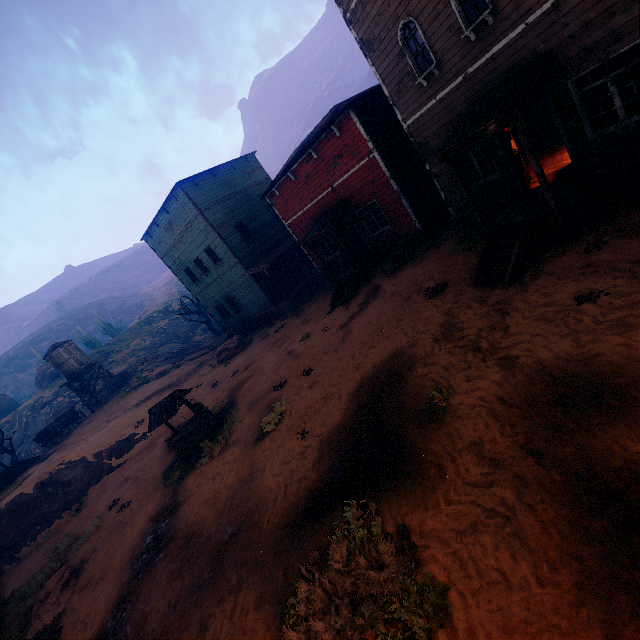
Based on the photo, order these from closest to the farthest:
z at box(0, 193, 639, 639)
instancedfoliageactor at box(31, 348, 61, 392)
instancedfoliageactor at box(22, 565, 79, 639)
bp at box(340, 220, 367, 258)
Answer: z at box(0, 193, 639, 639), instancedfoliageactor at box(22, 565, 79, 639), bp at box(340, 220, 367, 258), instancedfoliageactor at box(31, 348, 61, 392)

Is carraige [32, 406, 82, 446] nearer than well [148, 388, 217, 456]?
No

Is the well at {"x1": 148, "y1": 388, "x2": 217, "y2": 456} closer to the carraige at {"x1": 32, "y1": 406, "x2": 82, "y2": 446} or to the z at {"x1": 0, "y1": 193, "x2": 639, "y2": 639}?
the z at {"x1": 0, "y1": 193, "x2": 639, "y2": 639}

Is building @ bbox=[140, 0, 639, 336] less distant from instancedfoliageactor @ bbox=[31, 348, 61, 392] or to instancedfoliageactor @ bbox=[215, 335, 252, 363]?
instancedfoliageactor @ bbox=[215, 335, 252, 363]

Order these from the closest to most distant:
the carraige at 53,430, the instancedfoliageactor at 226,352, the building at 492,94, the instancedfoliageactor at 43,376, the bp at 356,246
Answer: the building at 492,94 < the bp at 356,246 < the instancedfoliageactor at 226,352 < the carraige at 53,430 < the instancedfoliageactor at 43,376

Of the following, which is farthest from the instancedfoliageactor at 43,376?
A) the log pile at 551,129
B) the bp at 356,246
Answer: the log pile at 551,129

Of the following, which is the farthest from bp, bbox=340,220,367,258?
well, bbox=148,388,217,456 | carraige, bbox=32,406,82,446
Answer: carraige, bbox=32,406,82,446

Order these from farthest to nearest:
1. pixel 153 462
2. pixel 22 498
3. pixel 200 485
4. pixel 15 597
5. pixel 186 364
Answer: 1. pixel 186 364
2. pixel 22 498
3. pixel 153 462
4. pixel 15 597
5. pixel 200 485
